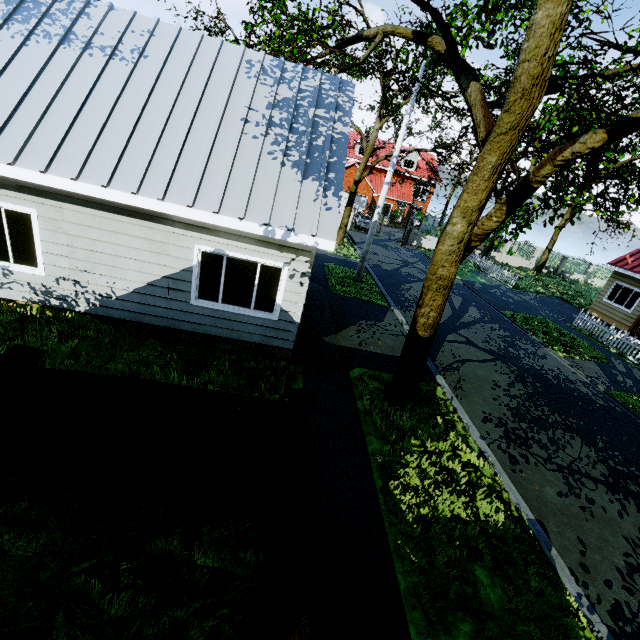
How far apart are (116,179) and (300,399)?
5.4 meters

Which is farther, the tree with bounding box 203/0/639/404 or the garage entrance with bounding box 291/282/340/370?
the garage entrance with bounding box 291/282/340/370

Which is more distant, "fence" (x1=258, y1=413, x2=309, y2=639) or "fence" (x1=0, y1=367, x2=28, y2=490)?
"fence" (x1=0, y1=367, x2=28, y2=490)

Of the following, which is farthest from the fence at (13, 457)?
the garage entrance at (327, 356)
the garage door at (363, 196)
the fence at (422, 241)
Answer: the garage door at (363, 196)

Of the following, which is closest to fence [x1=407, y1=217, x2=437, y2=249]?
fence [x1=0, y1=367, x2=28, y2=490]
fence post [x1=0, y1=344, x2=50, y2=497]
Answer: fence [x1=0, y1=367, x2=28, y2=490]

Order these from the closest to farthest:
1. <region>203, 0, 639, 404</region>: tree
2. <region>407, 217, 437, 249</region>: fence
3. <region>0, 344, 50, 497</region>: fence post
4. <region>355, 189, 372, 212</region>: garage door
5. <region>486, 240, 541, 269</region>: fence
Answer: <region>0, 344, 50, 497</region>: fence post → <region>203, 0, 639, 404</region>: tree → <region>407, 217, 437, 249</region>: fence → <region>486, 240, 541, 269</region>: fence → <region>355, 189, 372, 212</region>: garage door

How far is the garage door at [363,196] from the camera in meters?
36.0 m

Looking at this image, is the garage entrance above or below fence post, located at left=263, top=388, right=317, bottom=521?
below
